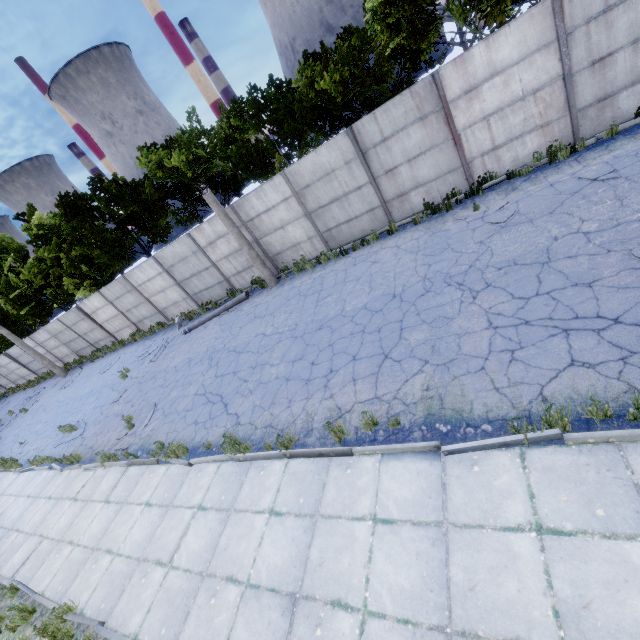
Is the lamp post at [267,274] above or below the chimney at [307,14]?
below

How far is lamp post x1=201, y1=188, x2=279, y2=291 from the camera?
12.55m

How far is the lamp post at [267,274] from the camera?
12.6 meters

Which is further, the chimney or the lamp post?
the chimney

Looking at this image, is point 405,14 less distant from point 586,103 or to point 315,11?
point 586,103

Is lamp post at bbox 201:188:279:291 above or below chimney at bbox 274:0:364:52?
below
